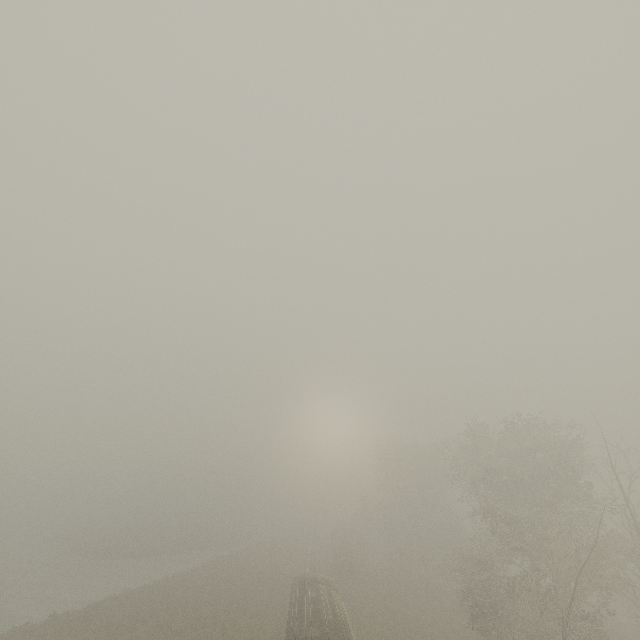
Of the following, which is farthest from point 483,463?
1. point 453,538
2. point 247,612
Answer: point 247,612
